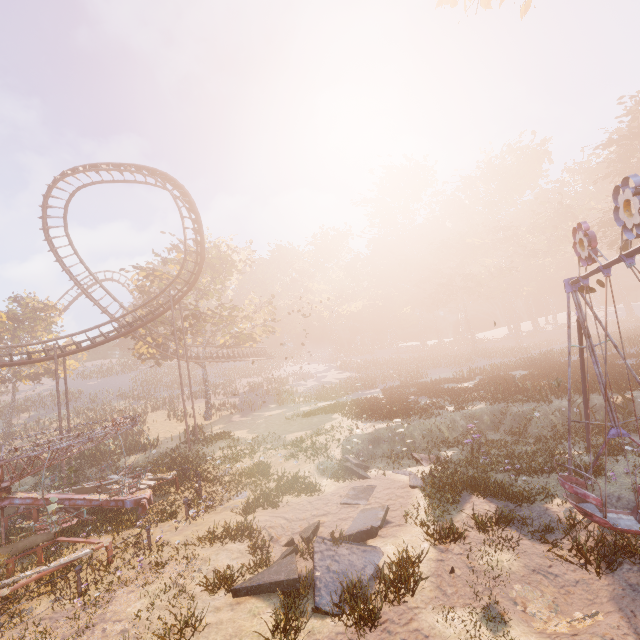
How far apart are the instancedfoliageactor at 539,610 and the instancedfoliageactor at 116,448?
27.6m

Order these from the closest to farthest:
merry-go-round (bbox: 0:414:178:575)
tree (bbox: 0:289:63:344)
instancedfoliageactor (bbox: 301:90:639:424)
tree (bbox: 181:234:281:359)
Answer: merry-go-round (bbox: 0:414:178:575) → instancedfoliageactor (bbox: 301:90:639:424) → tree (bbox: 181:234:281:359) → tree (bbox: 0:289:63:344)

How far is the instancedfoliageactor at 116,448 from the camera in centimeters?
2284cm

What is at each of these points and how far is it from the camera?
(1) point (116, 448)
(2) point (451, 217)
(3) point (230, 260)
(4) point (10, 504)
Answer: (1) instancedfoliageactor, 24.92m
(2) instancedfoliageactor, 59.91m
(3) tree, 34.75m
(4) merry-go-round, 12.30m

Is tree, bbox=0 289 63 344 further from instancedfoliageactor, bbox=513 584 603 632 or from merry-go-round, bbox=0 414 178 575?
instancedfoliageactor, bbox=513 584 603 632

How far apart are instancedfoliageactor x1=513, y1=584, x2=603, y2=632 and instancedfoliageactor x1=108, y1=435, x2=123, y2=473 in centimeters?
2756cm

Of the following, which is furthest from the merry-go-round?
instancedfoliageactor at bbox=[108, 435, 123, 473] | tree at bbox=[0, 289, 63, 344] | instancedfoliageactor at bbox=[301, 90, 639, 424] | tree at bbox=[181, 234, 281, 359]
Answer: tree at bbox=[0, 289, 63, 344]

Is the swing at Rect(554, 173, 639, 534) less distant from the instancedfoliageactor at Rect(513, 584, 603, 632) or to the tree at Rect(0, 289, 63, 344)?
the instancedfoliageactor at Rect(513, 584, 603, 632)
